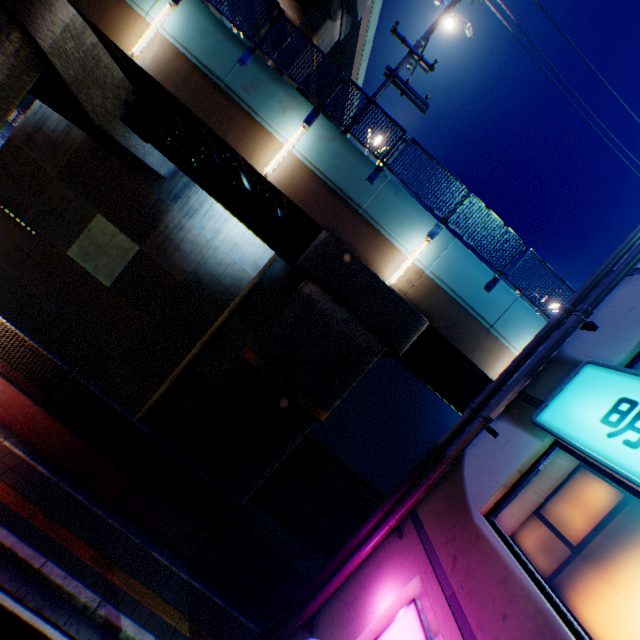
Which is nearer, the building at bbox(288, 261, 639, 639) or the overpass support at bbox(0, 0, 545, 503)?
the building at bbox(288, 261, 639, 639)

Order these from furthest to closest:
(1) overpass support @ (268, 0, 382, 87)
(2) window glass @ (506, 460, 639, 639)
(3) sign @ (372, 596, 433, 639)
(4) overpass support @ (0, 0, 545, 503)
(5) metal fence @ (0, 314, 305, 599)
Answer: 1. (1) overpass support @ (268, 0, 382, 87)
2. (4) overpass support @ (0, 0, 545, 503)
3. (5) metal fence @ (0, 314, 305, 599)
4. (3) sign @ (372, 596, 433, 639)
5. (2) window glass @ (506, 460, 639, 639)

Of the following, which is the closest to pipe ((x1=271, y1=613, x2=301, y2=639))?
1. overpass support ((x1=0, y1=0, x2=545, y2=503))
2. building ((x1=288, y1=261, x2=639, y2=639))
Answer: building ((x1=288, y1=261, x2=639, y2=639))

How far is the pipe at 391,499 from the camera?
5.8m

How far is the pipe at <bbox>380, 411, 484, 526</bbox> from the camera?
5.82m

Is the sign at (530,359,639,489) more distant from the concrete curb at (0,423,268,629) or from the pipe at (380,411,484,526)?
the concrete curb at (0,423,268,629)

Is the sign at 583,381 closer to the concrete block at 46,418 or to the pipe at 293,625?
the pipe at 293,625

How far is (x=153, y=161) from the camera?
16.1m
